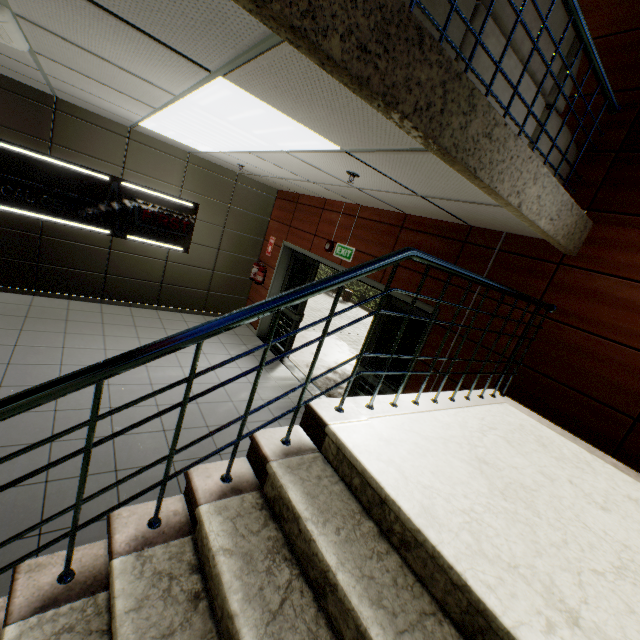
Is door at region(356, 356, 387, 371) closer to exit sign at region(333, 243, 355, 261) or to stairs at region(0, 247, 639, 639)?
exit sign at region(333, 243, 355, 261)

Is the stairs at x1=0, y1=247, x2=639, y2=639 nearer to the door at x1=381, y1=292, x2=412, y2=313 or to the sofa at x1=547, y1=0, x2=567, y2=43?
the sofa at x1=547, y1=0, x2=567, y2=43

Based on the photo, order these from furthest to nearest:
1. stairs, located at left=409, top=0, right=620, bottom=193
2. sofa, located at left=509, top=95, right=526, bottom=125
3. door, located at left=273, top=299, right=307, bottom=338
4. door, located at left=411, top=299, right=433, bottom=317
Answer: door, located at left=273, top=299, right=307, bottom=338, door, located at left=411, top=299, right=433, bottom=317, sofa, located at left=509, top=95, right=526, bottom=125, stairs, located at left=409, top=0, right=620, bottom=193

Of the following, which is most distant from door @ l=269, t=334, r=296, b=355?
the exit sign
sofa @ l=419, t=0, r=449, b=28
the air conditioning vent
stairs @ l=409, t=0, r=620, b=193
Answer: the air conditioning vent

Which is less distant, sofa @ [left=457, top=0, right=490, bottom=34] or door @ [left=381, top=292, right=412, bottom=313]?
sofa @ [left=457, top=0, right=490, bottom=34]

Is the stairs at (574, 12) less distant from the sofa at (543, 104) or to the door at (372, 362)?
the sofa at (543, 104)

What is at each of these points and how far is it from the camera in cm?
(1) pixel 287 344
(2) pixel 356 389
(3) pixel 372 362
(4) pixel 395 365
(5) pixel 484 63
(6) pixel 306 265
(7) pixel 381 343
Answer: (1) door, 686
(2) door, 518
(3) door, 498
(4) door, 464
(5) sofa, 190
(6) door, 667
(7) door, 488

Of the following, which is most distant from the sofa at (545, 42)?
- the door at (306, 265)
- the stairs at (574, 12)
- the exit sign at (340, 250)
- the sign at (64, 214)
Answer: the sign at (64, 214)
